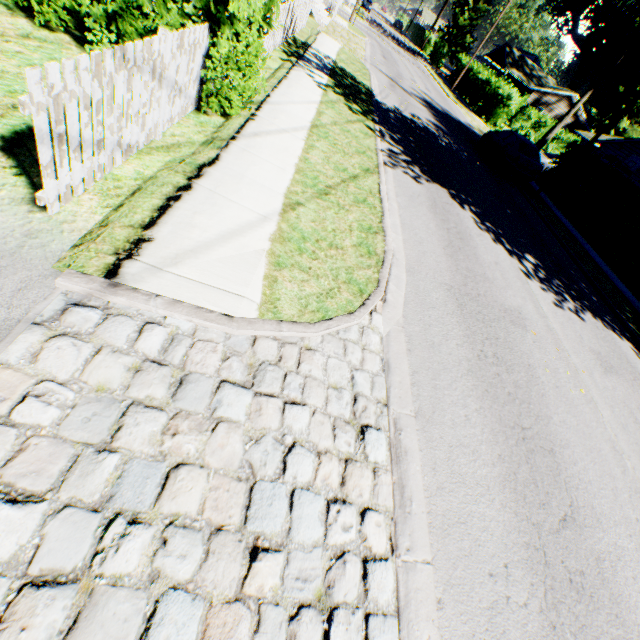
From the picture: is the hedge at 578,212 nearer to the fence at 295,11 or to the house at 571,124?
the fence at 295,11

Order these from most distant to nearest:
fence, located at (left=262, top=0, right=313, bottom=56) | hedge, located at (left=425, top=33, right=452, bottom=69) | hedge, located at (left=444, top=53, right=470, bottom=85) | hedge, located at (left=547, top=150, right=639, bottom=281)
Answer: hedge, located at (left=425, top=33, right=452, bottom=69) → hedge, located at (left=444, top=53, right=470, bottom=85) → hedge, located at (left=547, top=150, right=639, bottom=281) → fence, located at (left=262, top=0, right=313, bottom=56)

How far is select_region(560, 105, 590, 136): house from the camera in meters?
45.6 m

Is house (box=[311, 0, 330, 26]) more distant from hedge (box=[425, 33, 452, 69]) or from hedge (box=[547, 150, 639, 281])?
hedge (box=[425, 33, 452, 69])

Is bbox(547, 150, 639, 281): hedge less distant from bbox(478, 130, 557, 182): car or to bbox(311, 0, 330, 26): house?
bbox(478, 130, 557, 182): car

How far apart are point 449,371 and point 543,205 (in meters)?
16.46

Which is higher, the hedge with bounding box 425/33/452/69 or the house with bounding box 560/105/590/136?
the house with bounding box 560/105/590/136

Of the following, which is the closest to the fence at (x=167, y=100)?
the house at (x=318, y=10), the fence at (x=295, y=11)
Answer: the fence at (x=295, y=11)
